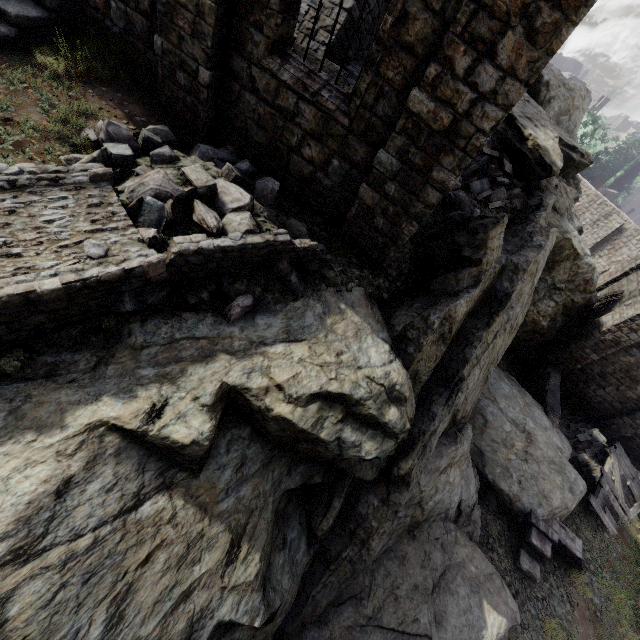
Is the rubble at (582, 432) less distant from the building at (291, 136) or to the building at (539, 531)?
the building at (539, 531)

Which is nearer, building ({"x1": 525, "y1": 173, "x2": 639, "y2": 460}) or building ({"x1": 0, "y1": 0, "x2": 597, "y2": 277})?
building ({"x1": 0, "y1": 0, "x2": 597, "y2": 277})

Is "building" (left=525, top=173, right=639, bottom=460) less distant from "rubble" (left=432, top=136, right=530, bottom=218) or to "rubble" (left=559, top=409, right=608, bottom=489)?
"rubble" (left=559, top=409, right=608, bottom=489)

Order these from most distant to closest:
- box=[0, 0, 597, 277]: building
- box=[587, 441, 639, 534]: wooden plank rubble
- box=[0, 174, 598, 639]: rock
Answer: box=[587, 441, 639, 534]: wooden plank rubble
box=[0, 0, 597, 277]: building
box=[0, 174, 598, 639]: rock

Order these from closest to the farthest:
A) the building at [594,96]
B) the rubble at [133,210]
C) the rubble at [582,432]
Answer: the rubble at [133,210], the rubble at [582,432], the building at [594,96]

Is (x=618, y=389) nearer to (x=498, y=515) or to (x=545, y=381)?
(x=545, y=381)

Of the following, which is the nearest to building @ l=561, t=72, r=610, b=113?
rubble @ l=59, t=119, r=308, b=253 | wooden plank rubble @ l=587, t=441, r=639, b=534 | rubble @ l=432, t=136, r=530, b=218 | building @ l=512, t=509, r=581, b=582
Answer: wooden plank rubble @ l=587, t=441, r=639, b=534

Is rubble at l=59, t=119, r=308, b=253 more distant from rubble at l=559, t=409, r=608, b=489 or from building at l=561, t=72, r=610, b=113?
rubble at l=559, t=409, r=608, b=489
